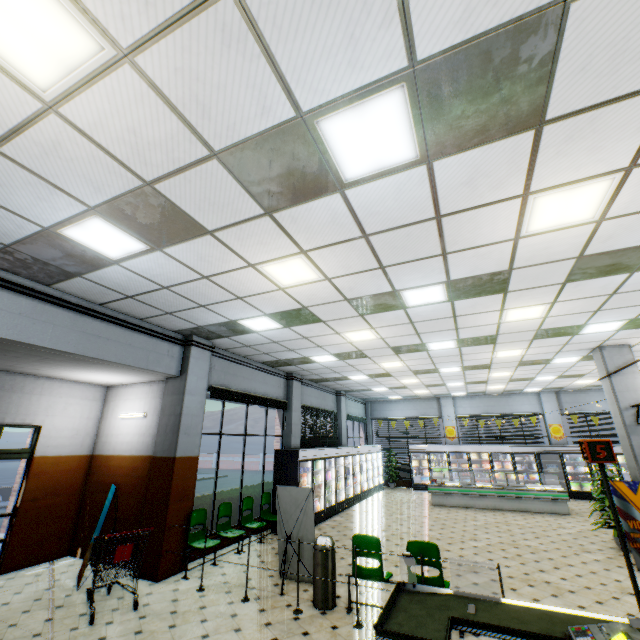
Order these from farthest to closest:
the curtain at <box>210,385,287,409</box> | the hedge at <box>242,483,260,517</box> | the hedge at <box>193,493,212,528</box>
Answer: the hedge at <box>242,483,260,517</box>, the curtain at <box>210,385,287,409</box>, the hedge at <box>193,493,212,528</box>

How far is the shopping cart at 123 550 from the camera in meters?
5.1

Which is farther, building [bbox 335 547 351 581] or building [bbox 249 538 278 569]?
building [bbox 249 538 278 569]

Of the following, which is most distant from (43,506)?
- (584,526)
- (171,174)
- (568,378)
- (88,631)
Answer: (568,378)

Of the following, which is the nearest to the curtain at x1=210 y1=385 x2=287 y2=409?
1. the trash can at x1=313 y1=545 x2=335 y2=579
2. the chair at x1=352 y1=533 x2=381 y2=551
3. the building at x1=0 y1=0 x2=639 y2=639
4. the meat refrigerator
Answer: the building at x1=0 y1=0 x2=639 y2=639

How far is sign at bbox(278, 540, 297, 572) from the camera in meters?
6.0

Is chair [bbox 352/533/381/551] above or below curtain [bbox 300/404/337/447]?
below

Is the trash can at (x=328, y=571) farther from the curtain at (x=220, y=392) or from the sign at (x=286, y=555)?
the curtain at (x=220, y=392)
